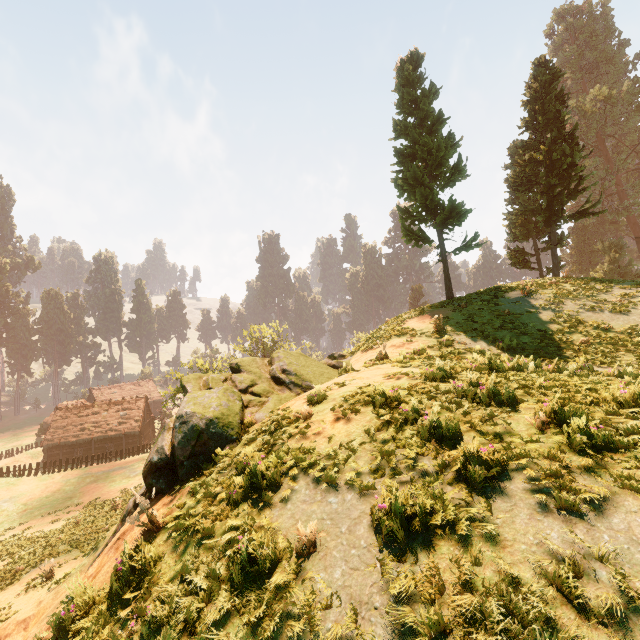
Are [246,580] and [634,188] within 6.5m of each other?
no

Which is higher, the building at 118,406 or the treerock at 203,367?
the treerock at 203,367

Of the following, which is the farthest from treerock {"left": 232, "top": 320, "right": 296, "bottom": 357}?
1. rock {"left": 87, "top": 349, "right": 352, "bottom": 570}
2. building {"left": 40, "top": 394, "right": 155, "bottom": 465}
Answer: rock {"left": 87, "top": 349, "right": 352, "bottom": 570}

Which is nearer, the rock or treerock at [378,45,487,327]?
the rock

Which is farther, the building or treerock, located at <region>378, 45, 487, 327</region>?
the building

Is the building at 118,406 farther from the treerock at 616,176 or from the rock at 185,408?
the rock at 185,408

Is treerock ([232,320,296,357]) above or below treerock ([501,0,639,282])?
below
